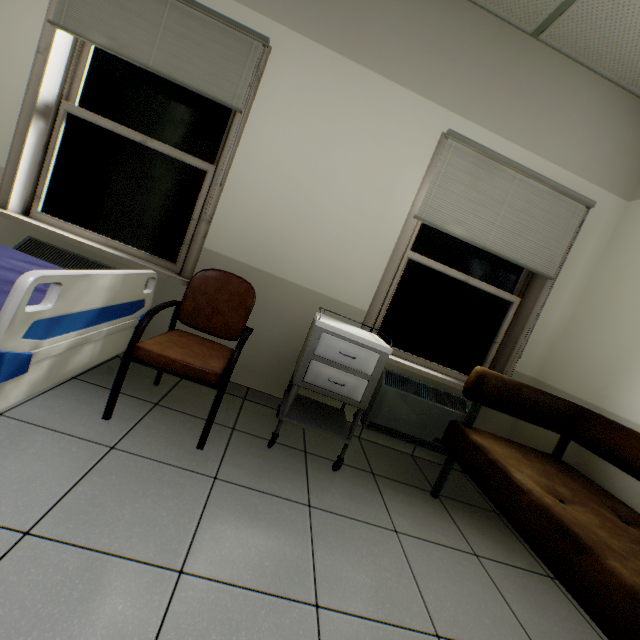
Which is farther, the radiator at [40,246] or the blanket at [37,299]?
the radiator at [40,246]

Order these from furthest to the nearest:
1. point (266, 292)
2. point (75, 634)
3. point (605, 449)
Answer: point (266, 292) → point (605, 449) → point (75, 634)

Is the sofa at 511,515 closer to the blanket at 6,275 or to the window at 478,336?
the window at 478,336

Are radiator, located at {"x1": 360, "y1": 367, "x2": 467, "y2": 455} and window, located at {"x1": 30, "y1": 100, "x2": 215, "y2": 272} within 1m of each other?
no

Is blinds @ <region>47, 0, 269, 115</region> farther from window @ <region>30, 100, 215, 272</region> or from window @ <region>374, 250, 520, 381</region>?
window @ <region>374, 250, 520, 381</region>

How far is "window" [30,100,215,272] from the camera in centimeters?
229cm

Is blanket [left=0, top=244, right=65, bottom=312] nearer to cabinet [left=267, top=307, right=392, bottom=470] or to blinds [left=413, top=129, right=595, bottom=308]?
cabinet [left=267, top=307, right=392, bottom=470]

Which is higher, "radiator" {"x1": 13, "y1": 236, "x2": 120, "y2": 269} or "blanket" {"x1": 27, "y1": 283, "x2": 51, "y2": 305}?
"blanket" {"x1": 27, "y1": 283, "x2": 51, "y2": 305}
